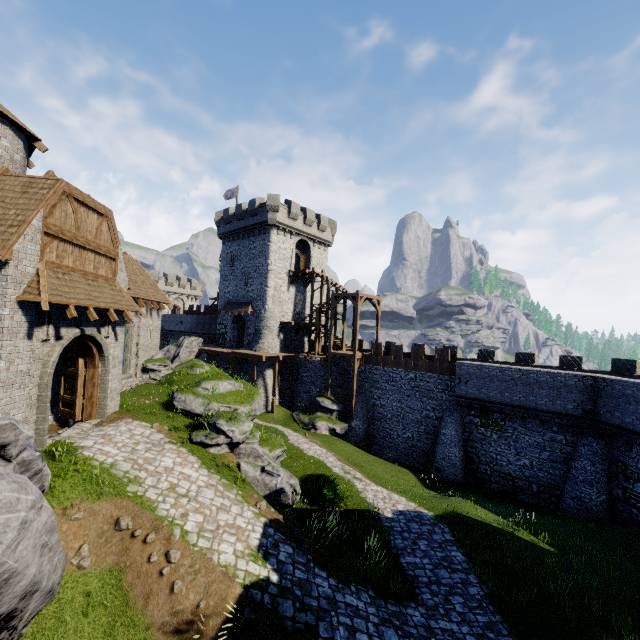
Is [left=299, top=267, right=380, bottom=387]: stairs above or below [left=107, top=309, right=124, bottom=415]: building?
above

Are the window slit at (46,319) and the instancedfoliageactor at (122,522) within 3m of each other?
no

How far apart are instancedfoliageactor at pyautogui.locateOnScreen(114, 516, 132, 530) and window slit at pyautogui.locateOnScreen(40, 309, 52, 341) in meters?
6.2

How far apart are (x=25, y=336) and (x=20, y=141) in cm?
909

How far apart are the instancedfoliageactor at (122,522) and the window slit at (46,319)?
6.2 meters

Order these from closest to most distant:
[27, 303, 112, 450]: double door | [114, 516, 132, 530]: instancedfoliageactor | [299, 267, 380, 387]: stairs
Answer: [114, 516, 132, 530]: instancedfoliageactor < [27, 303, 112, 450]: double door < [299, 267, 380, 387]: stairs

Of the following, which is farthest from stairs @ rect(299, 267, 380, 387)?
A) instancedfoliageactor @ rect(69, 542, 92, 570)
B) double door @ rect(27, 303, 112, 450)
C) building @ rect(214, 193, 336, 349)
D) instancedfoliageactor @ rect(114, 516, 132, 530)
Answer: instancedfoliageactor @ rect(69, 542, 92, 570)

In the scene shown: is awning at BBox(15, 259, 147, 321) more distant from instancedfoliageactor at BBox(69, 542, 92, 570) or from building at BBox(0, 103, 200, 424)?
instancedfoliageactor at BBox(69, 542, 92, 570)
